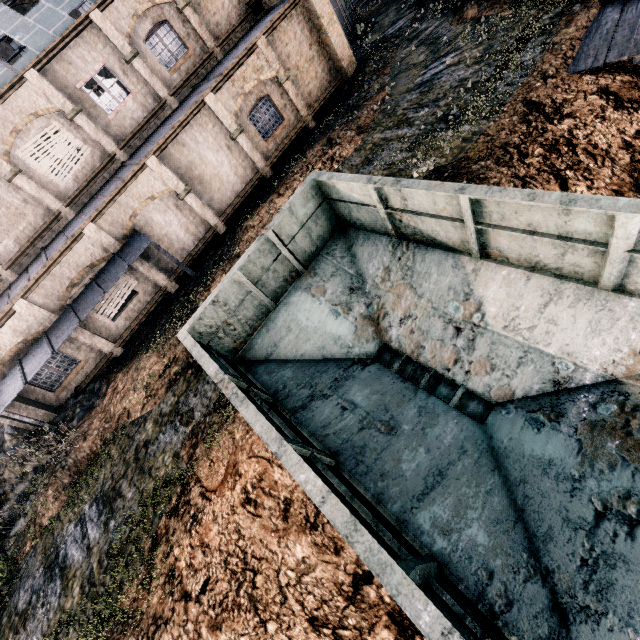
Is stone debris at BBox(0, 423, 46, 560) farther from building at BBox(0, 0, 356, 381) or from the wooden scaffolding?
the wooden scaffolding

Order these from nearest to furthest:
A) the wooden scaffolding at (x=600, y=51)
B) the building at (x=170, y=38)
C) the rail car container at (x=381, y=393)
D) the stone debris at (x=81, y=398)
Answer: the rail car container at (x=381, y=393), the wooden scaffolding at (x=600, y=51), the stone debris at (x=81, y=398), the building at (x=170, y=38)

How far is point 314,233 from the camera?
8.41m

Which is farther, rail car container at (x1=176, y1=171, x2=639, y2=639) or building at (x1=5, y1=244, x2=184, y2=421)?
building at (x1=5, y1=244, x2=184, y2=421)

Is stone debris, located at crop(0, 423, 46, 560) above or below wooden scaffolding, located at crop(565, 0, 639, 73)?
above

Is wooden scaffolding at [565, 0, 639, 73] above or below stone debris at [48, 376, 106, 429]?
below

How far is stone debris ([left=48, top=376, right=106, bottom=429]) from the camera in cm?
1482

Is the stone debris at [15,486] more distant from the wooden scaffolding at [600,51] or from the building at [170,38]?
the wooden scaffolding at [600,51]
